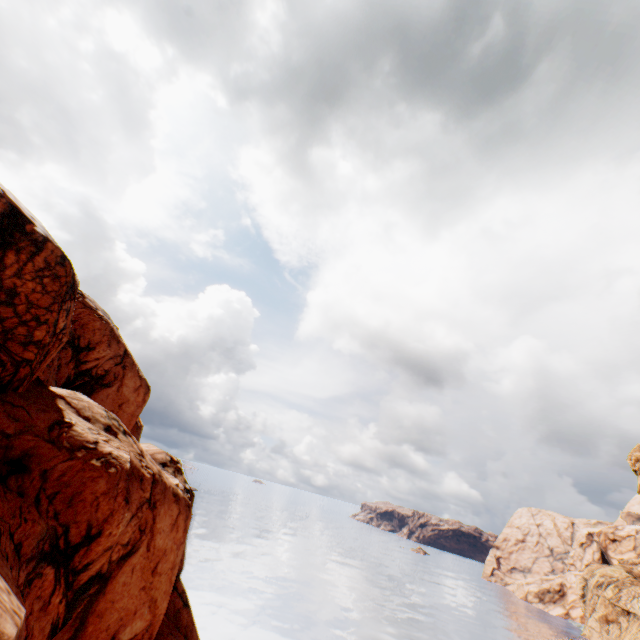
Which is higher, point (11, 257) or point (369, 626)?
point (11, 257)

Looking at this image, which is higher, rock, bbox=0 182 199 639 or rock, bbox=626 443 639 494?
rock, bbox=626 443 639 494

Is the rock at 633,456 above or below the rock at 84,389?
above

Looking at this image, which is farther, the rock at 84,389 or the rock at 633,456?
the rock at 633,456

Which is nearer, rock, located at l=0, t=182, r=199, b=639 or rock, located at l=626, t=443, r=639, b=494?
rock, located at l=0, t=182, r=199, b=639
